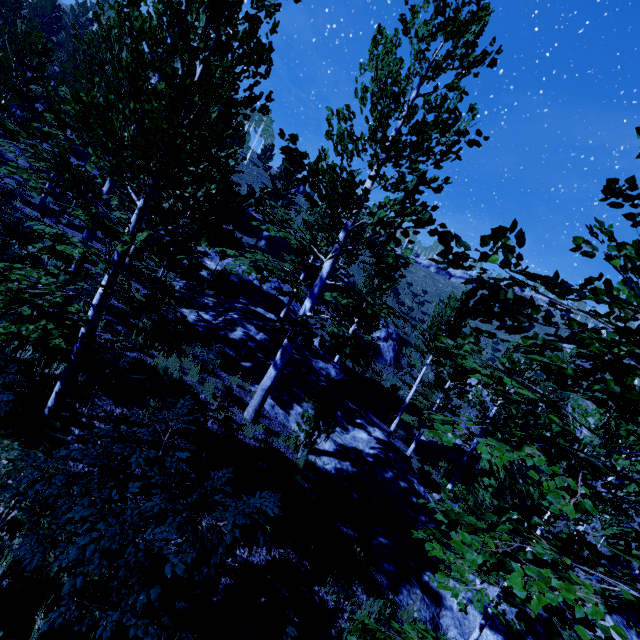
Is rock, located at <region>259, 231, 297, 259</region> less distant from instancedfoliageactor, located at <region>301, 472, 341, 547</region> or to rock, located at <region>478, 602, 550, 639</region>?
instancedfoliageactor, located at <region>301, 472, 341, 547</region>

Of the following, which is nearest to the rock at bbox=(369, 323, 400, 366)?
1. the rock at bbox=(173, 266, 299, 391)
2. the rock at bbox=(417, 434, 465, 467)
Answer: the rock at bbox=(173, 266, 299, 391)

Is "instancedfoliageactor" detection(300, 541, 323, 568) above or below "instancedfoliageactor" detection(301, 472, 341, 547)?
above

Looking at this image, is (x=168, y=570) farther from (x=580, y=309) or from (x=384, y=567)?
(x=384, y=567)

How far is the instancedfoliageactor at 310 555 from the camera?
5.3 meters

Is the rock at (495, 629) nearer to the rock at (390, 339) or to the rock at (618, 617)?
the rock at (390, 339)

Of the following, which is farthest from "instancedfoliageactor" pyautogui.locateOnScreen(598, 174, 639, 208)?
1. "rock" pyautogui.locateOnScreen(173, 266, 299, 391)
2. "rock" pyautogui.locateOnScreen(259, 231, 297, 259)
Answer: "rock" pyautogui.locateOnScreen(259, 231, 297, 259)
